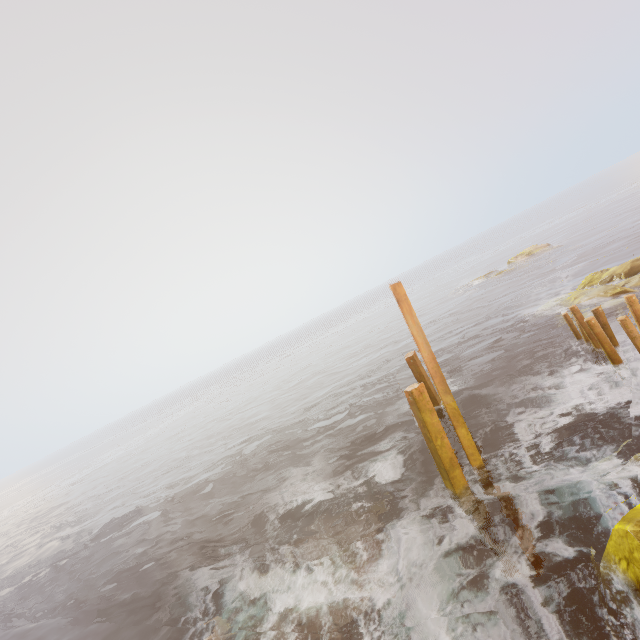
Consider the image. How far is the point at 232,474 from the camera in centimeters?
1933cm

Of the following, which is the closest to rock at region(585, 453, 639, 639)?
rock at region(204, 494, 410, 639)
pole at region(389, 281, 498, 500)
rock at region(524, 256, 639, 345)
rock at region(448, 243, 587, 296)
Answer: pole at region(389, 281, 498, 500)

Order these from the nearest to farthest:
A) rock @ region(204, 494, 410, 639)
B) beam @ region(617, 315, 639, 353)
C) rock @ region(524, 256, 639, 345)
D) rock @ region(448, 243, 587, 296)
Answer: rock @ region(204, 494, 410, 639) → beam @ region(617, 315, 639, 353) → rock @ region(524, 256, 639, 345) → rock @ region(448, 243, 587, 296)

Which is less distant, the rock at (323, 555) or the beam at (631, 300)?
the rock at (323, 555)

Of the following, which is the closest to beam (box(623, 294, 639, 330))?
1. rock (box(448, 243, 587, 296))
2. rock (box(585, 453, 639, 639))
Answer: rock (box(585, 453, 639, 639))

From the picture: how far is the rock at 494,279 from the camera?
32.2m

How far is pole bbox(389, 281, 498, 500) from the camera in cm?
816

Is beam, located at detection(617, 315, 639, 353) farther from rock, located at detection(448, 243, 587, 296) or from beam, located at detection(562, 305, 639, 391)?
rock, located at detection(448, 243, 587, 296)
